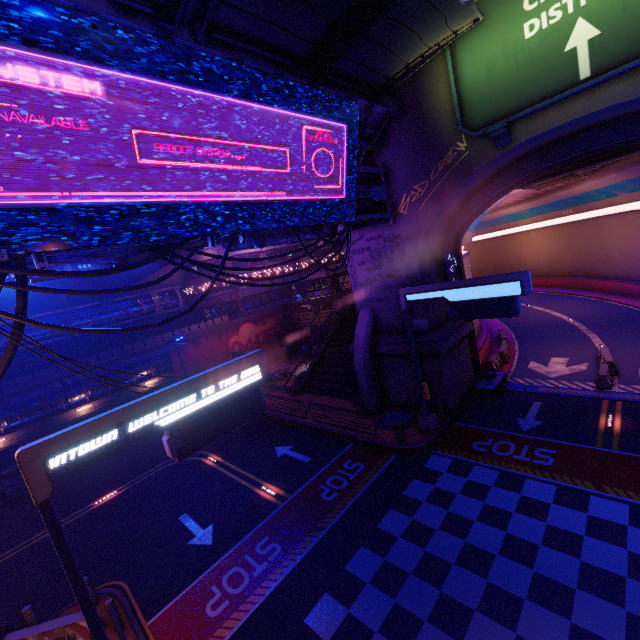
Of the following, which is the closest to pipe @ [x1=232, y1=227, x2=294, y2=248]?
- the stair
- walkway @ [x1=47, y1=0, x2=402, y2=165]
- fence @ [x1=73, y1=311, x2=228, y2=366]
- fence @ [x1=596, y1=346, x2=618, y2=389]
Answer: walkway @ [x1=47, y1=0, x2=402, y2=165]

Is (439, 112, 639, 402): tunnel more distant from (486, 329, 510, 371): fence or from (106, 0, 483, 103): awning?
(106, 0, 483, 103): awning

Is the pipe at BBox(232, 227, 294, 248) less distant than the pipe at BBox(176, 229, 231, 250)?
No

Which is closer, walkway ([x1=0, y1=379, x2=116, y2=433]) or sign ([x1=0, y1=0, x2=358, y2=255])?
sign ([x1=0, y1=0, x2=358, y2=255])

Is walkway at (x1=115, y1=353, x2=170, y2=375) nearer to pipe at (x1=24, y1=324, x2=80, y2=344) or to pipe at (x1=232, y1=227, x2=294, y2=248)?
pipe at (x1=24, y1=324, x2=80, y2=344)

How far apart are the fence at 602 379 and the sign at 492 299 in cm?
823

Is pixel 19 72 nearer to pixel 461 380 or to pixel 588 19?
pixel 588 19

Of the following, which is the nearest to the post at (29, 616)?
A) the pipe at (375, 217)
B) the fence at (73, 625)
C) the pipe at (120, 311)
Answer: the fence at (73, 625)
